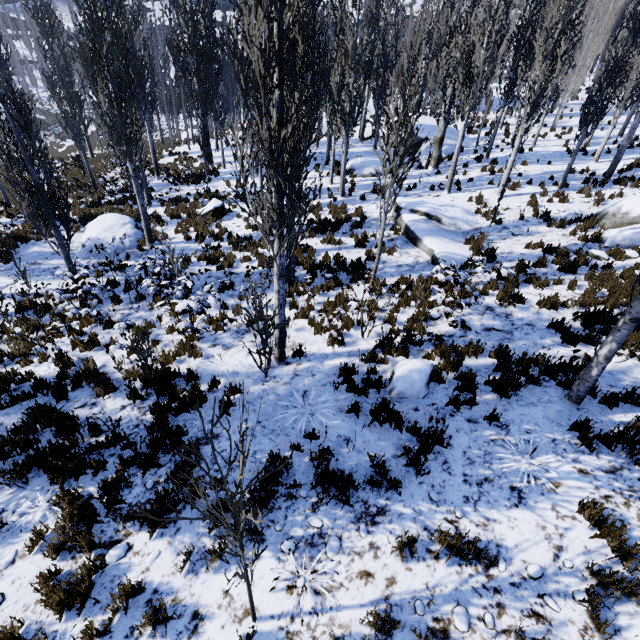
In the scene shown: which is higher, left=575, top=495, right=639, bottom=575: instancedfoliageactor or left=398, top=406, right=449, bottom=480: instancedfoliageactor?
left=575, top=495, right=639, bottom=575: instancedfoliageactor

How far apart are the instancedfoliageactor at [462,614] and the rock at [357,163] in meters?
19.2 m

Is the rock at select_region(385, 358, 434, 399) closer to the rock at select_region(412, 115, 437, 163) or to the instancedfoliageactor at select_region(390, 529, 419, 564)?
the instancedfoliageactor at select_region(390, 529, 419, 564)

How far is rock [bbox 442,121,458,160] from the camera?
20.1m

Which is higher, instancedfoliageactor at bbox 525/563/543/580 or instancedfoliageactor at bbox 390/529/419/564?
instancedfoliageactor at bbox 525/563/543/580

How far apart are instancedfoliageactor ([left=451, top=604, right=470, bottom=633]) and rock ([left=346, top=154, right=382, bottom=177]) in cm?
1917

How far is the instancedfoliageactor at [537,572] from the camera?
3.57m

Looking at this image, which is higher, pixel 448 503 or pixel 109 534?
pixel 448 503
